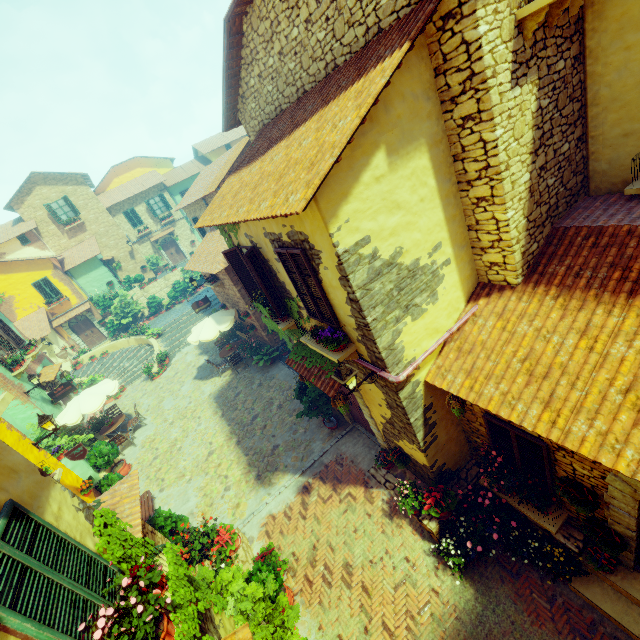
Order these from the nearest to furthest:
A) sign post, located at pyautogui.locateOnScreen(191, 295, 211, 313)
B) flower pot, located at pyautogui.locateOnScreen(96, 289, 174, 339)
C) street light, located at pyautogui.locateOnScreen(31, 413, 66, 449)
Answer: street light, located at pyautogui.locateOnScreen(31, 413, 66, 449) → sign post, located at pyautogui.locateOnScreen(191, 295, 211, 313) → flower pot, located at pyautogui.locateOnScreen(96, 289, 174, 339)

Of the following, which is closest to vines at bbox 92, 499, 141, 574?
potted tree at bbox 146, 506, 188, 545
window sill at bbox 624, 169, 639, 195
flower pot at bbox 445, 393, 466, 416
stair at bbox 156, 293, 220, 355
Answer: potted tree at bbox 146, 506, 188, 545

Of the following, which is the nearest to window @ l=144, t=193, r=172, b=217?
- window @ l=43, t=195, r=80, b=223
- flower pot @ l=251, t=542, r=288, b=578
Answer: window @ l=43, t=195, r=80, b=223

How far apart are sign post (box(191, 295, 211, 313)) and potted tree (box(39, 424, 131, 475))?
6.9m

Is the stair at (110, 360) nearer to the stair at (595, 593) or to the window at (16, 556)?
the window at (16, 556)

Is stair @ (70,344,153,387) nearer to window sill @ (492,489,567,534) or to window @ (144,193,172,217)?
window @ (144,193,172,217)

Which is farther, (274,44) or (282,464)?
(282,464)

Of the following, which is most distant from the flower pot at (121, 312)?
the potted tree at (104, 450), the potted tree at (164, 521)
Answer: the potted tree at (164, 521)
